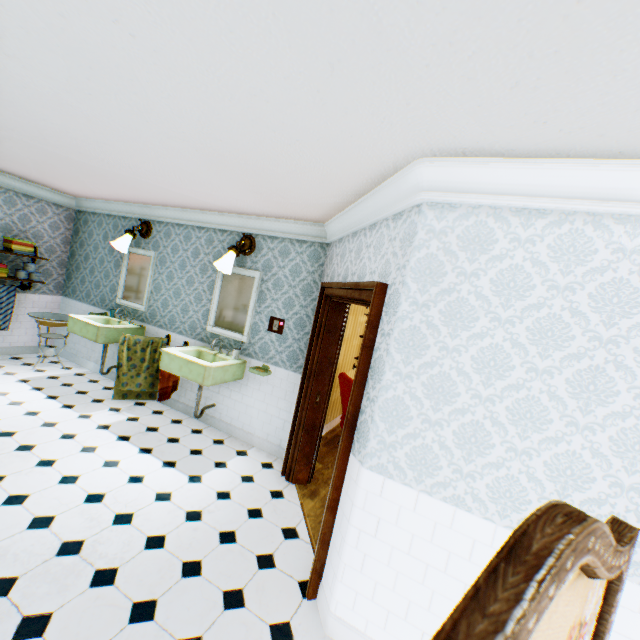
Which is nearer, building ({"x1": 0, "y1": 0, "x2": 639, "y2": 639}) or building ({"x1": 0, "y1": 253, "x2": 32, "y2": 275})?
building ({"x1": 0, "y1": 0, "x2": 639, "y2": 639})

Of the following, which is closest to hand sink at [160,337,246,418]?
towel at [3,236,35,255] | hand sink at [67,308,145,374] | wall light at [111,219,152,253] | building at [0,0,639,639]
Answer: building at [0,0,639,639]

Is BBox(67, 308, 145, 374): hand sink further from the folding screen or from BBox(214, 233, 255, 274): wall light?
the folding screen

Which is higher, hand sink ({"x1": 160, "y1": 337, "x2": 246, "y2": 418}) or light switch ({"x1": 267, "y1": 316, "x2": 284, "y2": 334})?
light switch ({"x1": 267, "y1": 316, "x2": 284, "y2": 334})

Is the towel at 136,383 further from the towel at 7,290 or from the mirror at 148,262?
the towel at 7,290

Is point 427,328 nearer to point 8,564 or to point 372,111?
point 372,111

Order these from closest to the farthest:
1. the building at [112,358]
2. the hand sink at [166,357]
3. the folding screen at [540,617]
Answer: the folding screen at [540,617] → the hand sink at [166,357] → the building at [112,358]

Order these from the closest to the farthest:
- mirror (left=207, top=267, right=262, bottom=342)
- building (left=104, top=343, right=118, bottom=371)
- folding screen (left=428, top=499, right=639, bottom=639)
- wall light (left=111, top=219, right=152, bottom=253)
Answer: folding screen (left=428, top=499, right=639, bottom=639) < mirror (left=207, top=267, right=262, bottom=342) < wall light (left=111, top=219, right=152, bottom=253) < building (left=104, top=343, right=118, bottom=371)
